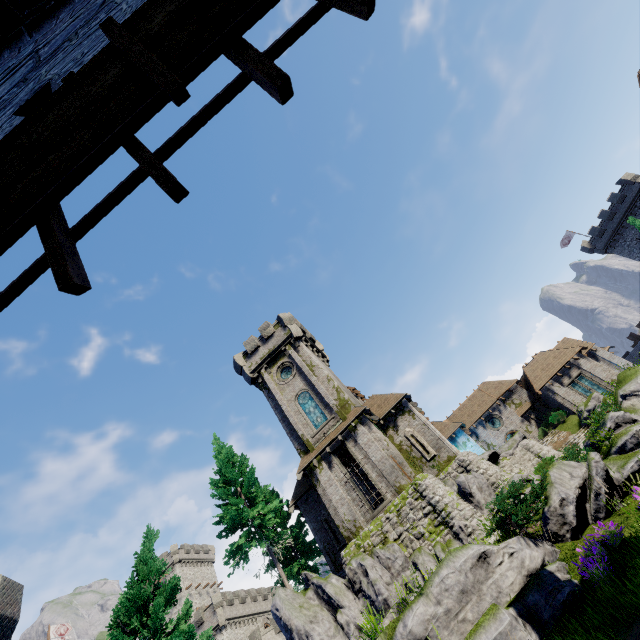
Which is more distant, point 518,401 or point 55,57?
point 518,401

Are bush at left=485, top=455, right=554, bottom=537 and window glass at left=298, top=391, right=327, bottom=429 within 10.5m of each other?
no

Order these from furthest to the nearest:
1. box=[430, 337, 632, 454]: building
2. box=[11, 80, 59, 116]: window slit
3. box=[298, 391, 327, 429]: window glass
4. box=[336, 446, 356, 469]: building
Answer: box=[430, 337, 632, 454]: building < box=[336, 446, 356, 469]: building < box=[298, 391, 327, 429]: window glass < box=[11, 80, 59, 116]: window slit

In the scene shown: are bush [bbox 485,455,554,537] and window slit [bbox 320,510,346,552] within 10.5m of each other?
no

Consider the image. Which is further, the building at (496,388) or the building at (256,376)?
the building at (496,388)

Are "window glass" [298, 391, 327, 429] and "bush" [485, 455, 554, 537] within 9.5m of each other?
no

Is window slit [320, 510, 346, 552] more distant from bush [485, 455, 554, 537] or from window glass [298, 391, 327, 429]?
bush [485, 455, 554, 537]

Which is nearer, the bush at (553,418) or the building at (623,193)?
the bush at (553,418)
